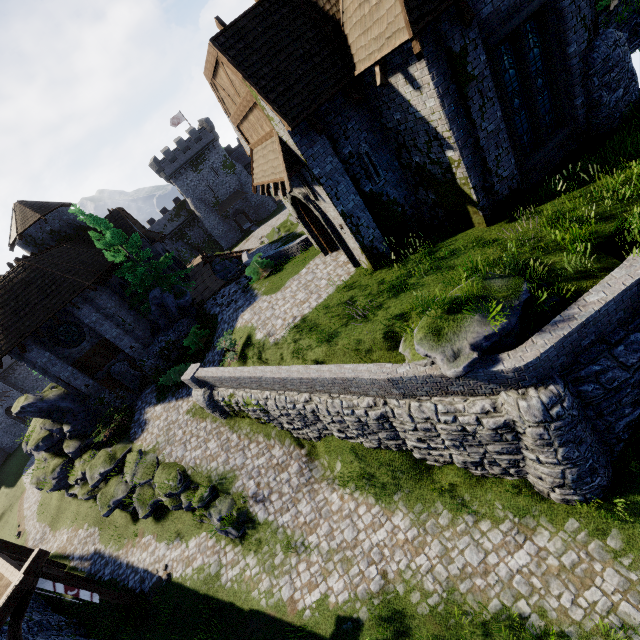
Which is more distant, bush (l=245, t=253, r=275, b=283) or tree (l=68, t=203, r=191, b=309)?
tree (l=68, t=203, r=191, b=309)

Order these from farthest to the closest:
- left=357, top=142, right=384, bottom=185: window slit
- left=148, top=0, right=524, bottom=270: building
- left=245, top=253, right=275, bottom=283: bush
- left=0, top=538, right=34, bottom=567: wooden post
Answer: left=245, top=253, right=275, bottom=283: bush, left=0, top=538, right=34, bottom=567: wooden post, left=357, top=142, right=384, bottom=185: window slit, left=148, top=0, right=524, bottom=270: building

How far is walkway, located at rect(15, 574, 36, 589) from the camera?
9.0 meters

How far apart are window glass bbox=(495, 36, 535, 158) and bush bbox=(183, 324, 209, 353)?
18.3m

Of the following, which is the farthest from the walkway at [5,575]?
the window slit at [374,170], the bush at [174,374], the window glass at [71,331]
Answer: the window slit at [374,170]

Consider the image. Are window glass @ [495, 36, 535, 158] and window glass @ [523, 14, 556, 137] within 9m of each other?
yes

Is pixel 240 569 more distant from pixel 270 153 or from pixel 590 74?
pixel 590 74

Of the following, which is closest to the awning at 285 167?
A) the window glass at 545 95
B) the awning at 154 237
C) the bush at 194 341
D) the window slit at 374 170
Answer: the window slit at 374 170
